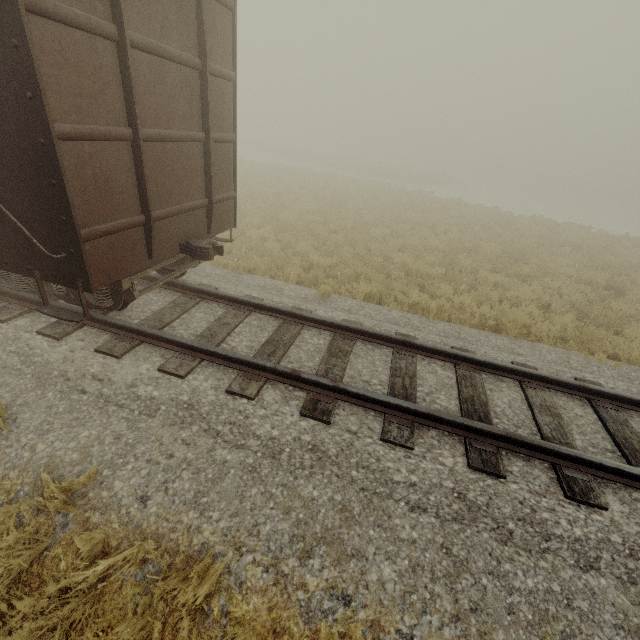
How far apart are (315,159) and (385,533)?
45.3 meters
